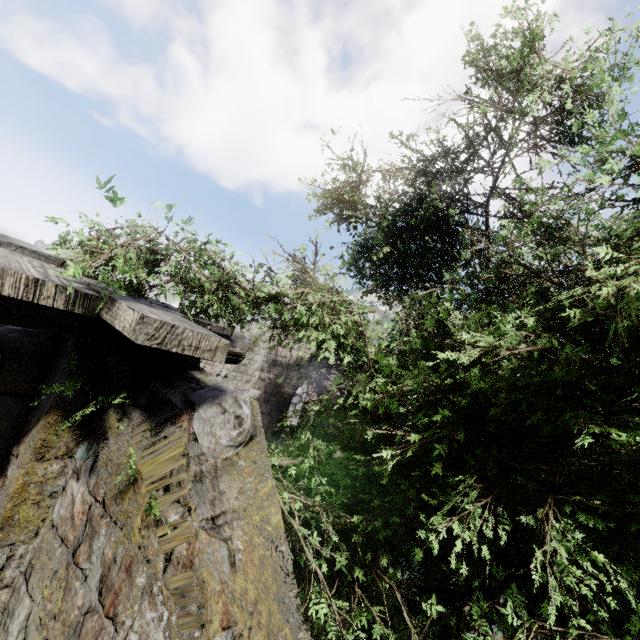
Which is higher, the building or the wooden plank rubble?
the wooden plank rubble

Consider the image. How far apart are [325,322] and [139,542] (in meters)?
2.50

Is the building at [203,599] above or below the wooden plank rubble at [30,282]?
below
